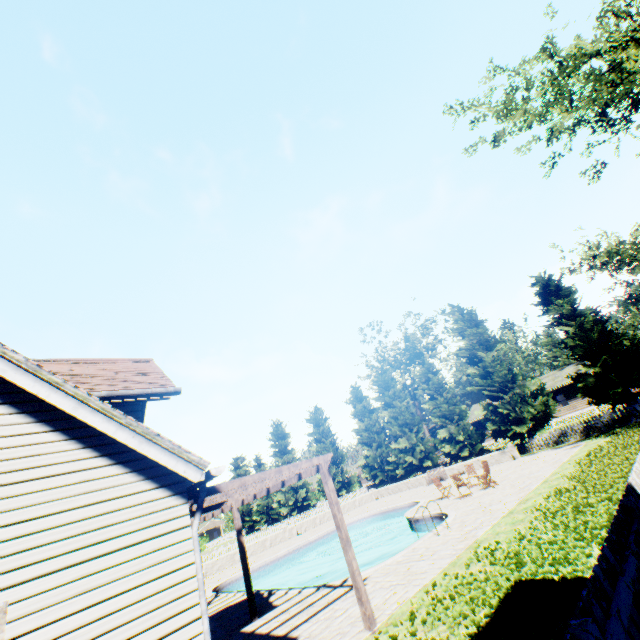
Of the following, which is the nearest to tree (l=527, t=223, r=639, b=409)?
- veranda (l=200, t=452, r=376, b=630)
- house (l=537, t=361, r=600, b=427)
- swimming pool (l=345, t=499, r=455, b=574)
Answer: house (l=537, t=361, r=600, b=427)

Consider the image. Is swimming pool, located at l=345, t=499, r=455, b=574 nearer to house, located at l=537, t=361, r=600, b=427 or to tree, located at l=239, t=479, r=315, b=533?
tree, located at l=239, t=479, r=315, b=533

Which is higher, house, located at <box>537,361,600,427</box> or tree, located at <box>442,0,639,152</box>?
tree, located at <box>442,0,639,152</box>

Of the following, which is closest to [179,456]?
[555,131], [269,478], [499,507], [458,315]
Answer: [269,478]

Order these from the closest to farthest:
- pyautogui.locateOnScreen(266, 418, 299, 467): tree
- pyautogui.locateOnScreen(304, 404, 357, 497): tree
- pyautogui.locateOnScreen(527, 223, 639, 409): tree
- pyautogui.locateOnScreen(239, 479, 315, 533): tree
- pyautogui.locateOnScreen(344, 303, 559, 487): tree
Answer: pyautogui.locateOnScreen(527, 223, 639, 409): tree < pyautogui.locateOnScreen(344, 303, 559, 487): tree < pyautogui.locateOnScreen(304, 404, 357, 497): tree < pyautogui.locateOnScreen(239, 479, 315, 533): tree < pyautogui.locateOnScreen(266, 418, 299, 467): tree

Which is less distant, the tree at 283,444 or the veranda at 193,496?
the veranda at 193,496

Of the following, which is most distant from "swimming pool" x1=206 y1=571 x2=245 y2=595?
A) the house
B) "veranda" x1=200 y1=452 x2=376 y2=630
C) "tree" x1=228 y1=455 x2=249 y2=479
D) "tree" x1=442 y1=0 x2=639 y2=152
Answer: "tree" x1=228 y1=455 x2=249 y2=479
